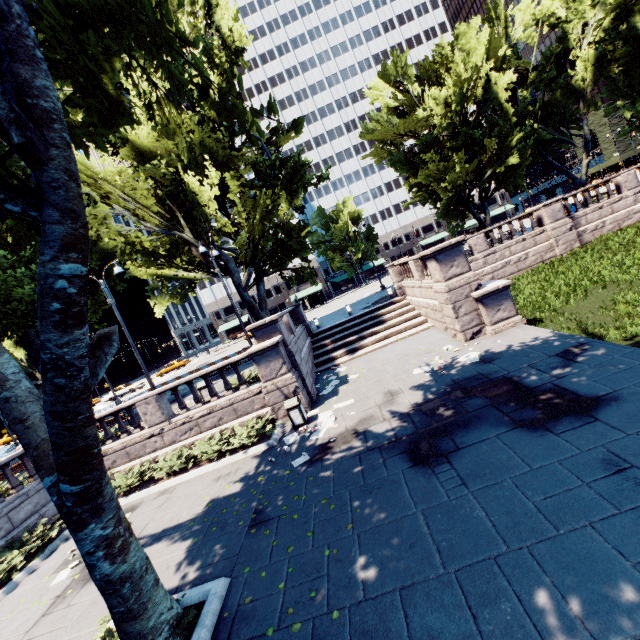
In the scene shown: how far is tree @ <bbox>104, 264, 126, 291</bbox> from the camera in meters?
25.5 m

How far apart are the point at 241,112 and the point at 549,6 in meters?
38.4 m

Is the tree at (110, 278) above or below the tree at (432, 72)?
above

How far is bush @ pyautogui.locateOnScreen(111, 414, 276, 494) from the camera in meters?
11.7 m

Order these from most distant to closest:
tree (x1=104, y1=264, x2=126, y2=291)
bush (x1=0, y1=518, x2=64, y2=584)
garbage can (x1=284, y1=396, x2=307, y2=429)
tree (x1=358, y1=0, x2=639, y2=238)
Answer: tree (x1=104, y1=264, x2=126, y2=291)
tree (x1=358, y1=0, x2=639, y2=238)
garbage can (x1=284, y1=396, x2=307, y2=429)
bush (x1=0, y1=518, x2=64, y2=584)

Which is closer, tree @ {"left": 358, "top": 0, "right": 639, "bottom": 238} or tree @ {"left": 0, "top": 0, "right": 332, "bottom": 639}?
tree @ {"left": 0, "top": 0, "right": 332, "bottom": 639}

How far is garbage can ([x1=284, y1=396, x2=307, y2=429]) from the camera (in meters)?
11.38

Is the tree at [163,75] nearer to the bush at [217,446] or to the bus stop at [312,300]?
the bush at [217,446]
